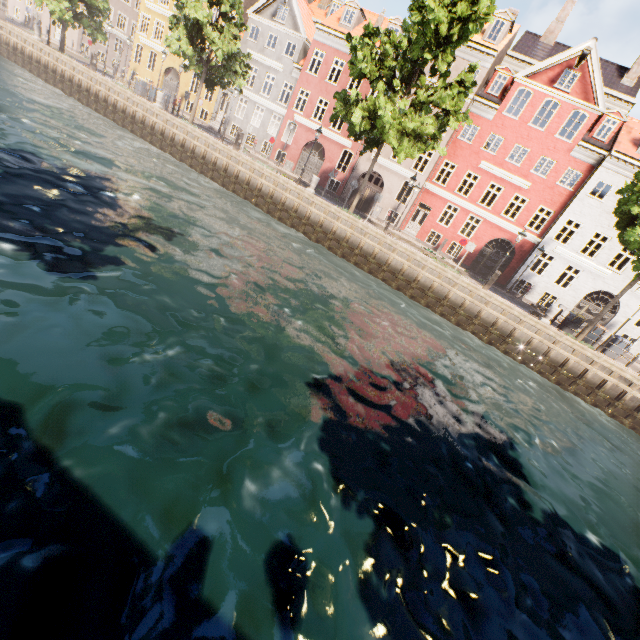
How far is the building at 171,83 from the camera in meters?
32.1 m

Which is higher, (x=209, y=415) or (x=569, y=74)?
(x=569, y=74)

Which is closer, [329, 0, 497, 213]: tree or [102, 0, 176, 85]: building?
[329, 0, 497, 213]: tree

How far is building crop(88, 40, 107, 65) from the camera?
40.47m

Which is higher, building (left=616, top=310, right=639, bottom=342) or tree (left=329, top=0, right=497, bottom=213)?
tree (left=329, top=0, right=497, bottom=213)

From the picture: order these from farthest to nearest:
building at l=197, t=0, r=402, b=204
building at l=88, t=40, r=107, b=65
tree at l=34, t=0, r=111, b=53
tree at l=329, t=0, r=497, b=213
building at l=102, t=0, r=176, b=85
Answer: building at l=88, t=40, r=107, b=65
building at l=102, t=0, r=176, b=85
building at l=197, t=0, r=402, b=204
tree at l=34, t=0, r=111, b=53
tree at l=329, t=0, r=497, b=213
